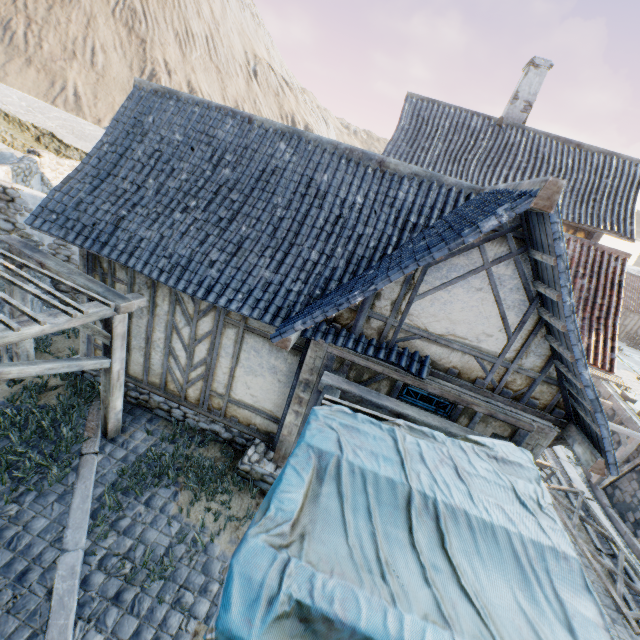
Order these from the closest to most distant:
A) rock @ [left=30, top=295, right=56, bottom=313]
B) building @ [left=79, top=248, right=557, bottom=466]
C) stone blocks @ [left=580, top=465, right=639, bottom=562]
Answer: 1. building @ [left=79, top=248, right=557, bottom=466]
2. rock @ [left=30, top=295, right=56, bottom=313]
3. stone blocks @ [left=580, top=465, right=639, bottom=562]

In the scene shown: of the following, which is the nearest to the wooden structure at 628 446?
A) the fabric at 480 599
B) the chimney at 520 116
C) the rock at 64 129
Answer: the chimney at 520 116

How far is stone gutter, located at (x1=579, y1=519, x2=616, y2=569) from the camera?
7.3m

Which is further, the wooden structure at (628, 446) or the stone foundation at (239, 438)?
the wooden structure at (628, 446)

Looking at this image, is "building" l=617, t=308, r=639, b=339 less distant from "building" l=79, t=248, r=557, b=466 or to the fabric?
"building" l=79, t=248, r=557, b=466

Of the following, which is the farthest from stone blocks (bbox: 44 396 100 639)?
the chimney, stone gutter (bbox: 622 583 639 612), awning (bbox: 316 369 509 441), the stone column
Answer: the stone column

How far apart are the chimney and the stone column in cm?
1931

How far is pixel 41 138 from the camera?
17.0m
